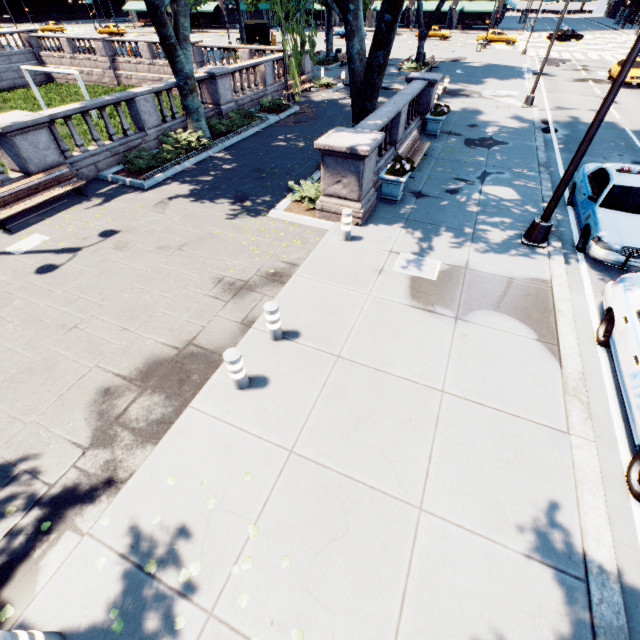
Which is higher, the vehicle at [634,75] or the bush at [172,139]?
the vehicle at [634,75]

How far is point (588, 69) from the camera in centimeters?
2959cm

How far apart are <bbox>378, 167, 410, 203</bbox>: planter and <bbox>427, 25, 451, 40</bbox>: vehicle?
55.79m

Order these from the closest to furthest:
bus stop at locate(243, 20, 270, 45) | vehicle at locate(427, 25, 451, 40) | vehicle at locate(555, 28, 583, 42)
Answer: bus stop at locate(243, 20, 270, 45) < vehicle at locate(555, 28, 583, 42) < vehicle at locate(427, 25, 451, 40)

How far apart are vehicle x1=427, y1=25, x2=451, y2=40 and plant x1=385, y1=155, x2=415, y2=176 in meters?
55.9

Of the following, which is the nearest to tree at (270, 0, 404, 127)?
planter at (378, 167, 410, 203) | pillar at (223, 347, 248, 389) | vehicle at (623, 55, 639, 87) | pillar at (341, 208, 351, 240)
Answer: planter at (378, 167, 410, 203)

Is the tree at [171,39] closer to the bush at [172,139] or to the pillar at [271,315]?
the bush at [172,139]

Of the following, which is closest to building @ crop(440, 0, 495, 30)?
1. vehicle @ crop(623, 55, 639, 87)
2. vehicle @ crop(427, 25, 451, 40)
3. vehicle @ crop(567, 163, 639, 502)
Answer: vehicle @ crop(427, 25, 451, 40)
